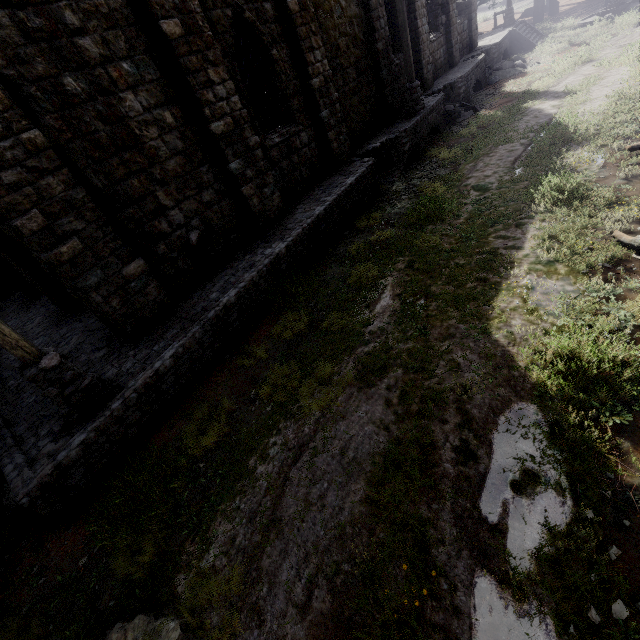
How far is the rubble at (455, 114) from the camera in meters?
16.3 m

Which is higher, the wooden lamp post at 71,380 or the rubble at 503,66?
the wooden lamp post at 71,380

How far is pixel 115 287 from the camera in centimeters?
694cm

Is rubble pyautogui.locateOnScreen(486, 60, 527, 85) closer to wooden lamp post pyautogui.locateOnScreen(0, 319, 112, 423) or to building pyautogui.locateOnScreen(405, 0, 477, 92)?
building pyautogui.locateOnScreen(405, 0, 477, 92)

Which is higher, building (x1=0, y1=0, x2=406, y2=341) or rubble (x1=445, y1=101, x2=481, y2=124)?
building (x1=0, y1=0, x2=406, y2=341)

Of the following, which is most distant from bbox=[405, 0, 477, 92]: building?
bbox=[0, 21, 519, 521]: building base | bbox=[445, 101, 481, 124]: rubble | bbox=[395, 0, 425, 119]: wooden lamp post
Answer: bbox=[445, 101, 481, 124]: rubble

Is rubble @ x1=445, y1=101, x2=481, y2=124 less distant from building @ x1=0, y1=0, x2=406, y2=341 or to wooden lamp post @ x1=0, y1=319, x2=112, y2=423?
building @ x1=0, y1=0, x2=406, y2=341

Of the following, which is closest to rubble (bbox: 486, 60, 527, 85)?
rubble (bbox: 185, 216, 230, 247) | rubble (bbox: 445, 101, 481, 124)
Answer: rubble (bbox: 445, 101, 481, 124)
